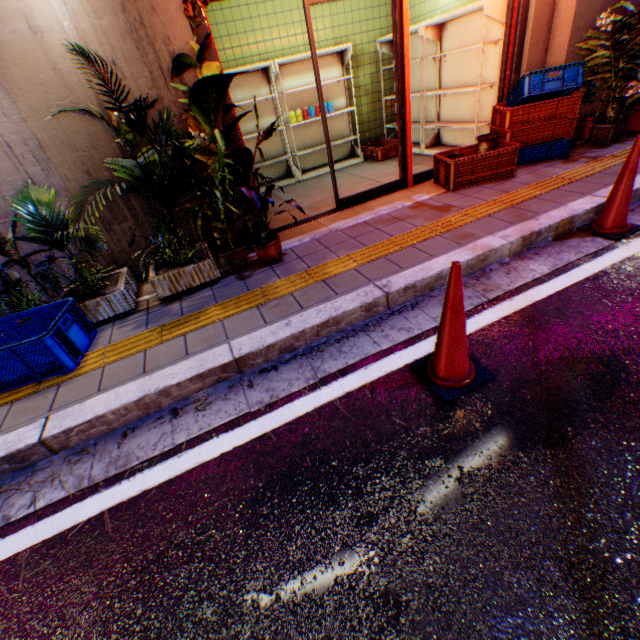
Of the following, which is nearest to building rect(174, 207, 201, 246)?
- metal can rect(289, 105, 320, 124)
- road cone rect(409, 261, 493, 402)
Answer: metal can rect(289, 105, 320, 124)

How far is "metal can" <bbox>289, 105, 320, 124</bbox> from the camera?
6.12m

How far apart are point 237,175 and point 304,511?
3.24m

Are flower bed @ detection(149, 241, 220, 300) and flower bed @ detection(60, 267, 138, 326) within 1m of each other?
yes

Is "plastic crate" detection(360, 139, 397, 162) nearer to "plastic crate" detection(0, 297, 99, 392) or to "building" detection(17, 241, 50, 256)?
"building" detection(17, 241, 50, 256)

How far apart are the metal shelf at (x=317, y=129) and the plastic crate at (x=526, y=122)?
2.59m

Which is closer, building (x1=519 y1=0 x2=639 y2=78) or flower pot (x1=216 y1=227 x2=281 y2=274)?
flower pot (x1=216 y1=227 x2=281 y2=274)

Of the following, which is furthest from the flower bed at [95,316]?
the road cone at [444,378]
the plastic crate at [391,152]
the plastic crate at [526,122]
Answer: the plastic crate at [391,152]
